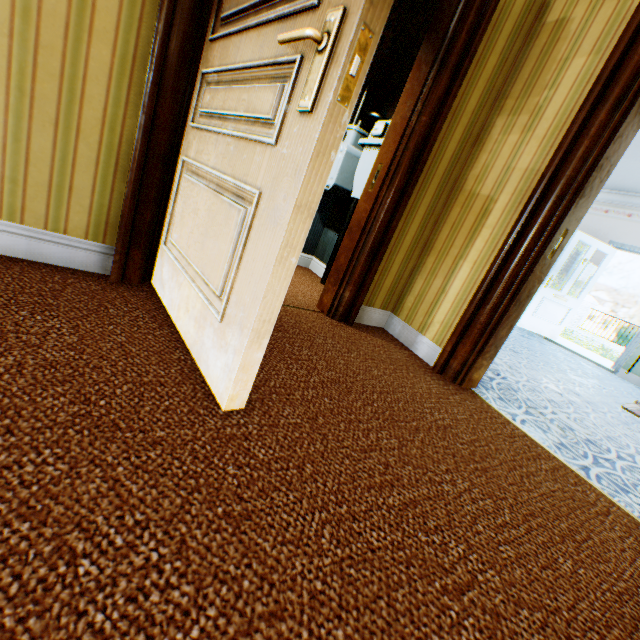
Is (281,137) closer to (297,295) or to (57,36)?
(57,36)

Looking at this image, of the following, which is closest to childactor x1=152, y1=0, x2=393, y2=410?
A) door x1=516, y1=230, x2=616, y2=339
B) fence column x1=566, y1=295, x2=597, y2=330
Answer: door x1=516, y1=230, x2=616, y2=339

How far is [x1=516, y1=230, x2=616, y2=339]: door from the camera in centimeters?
634cm

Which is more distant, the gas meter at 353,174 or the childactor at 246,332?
the gas meter at 353,174

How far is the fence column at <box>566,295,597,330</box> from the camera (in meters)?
18.22

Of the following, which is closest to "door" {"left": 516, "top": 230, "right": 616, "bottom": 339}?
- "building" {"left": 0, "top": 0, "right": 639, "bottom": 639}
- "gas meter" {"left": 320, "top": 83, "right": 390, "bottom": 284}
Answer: "building" {"left": 0, "top": 0, "right": 639, "bottom": 639}

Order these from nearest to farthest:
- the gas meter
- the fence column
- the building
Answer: the building → the gas meter → the fence column

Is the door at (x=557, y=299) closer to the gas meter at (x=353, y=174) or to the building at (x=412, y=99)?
the building at (x=412, y=99)
